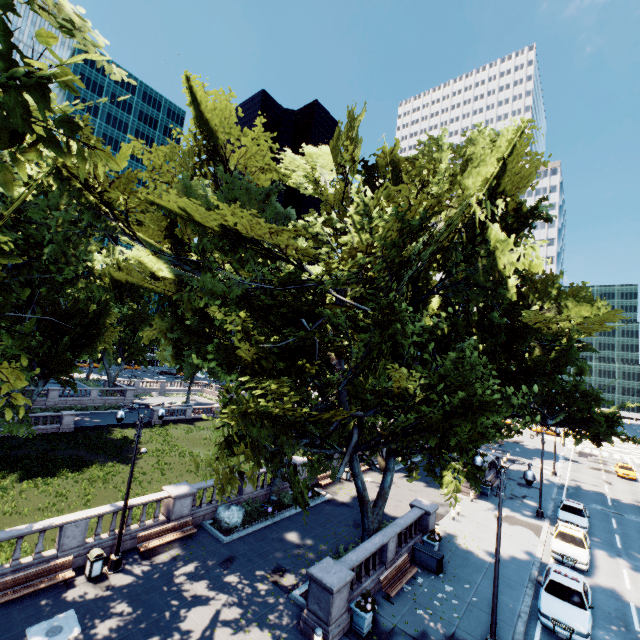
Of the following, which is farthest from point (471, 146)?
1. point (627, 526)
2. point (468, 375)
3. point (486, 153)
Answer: point (627, 526)

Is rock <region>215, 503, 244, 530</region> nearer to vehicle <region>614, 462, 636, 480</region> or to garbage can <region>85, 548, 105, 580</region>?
garbage can <region>85, 548, 105, 580</region>

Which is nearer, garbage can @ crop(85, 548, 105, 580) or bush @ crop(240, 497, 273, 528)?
garbage can @ crop(85, 548, 105, 580)

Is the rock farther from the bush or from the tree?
the tree

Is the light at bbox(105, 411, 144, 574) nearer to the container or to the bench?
the bench

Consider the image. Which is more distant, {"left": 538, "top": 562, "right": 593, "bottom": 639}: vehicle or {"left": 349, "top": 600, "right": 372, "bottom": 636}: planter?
{"left": 538, "top": 562, "right": 593, "bottom": 639}: vehicle

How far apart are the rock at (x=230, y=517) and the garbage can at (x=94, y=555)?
6.0m

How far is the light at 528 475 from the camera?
12.48m
